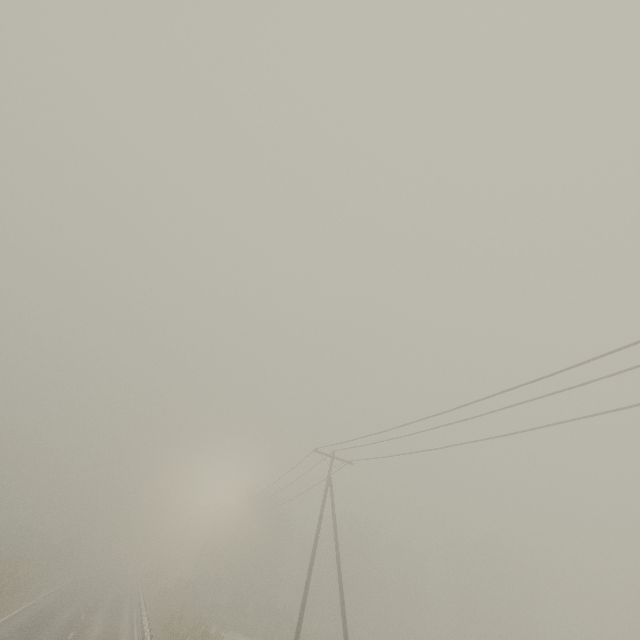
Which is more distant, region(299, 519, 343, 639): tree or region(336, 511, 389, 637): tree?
region(336, 511, 389, 637): tree

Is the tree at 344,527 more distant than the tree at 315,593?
Yes

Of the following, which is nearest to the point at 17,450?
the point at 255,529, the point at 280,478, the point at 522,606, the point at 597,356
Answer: the point at 255,529
